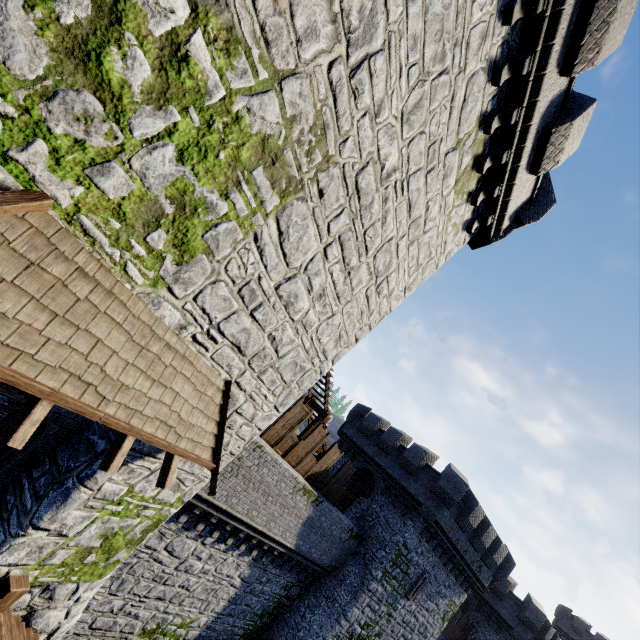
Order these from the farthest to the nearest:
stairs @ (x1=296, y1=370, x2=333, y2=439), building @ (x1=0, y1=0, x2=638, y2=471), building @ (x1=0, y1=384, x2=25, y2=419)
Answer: stairs @ (x1=296, y1=370, x2=333, y2=439) → building @ (x1=0, y1=384, x2=25, y2=419) → building @ (x1=0, y1=0, x2=638, y2=471)

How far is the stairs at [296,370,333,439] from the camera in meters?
15.0

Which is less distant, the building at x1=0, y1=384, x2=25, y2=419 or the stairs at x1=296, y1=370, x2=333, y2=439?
the building at x1=0, y1=384, x2=25, y2=419

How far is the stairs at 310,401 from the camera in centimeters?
1498cm

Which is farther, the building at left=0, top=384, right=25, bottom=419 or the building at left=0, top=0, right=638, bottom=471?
the building at left=0, top=384, right=25, bottom=419

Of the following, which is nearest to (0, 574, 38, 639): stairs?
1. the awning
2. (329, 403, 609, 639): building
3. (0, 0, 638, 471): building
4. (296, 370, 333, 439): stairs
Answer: (0, 0, 638, 471): building

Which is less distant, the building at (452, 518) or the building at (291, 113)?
the building at (291, 113)

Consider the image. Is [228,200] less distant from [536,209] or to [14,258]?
[14,258]
